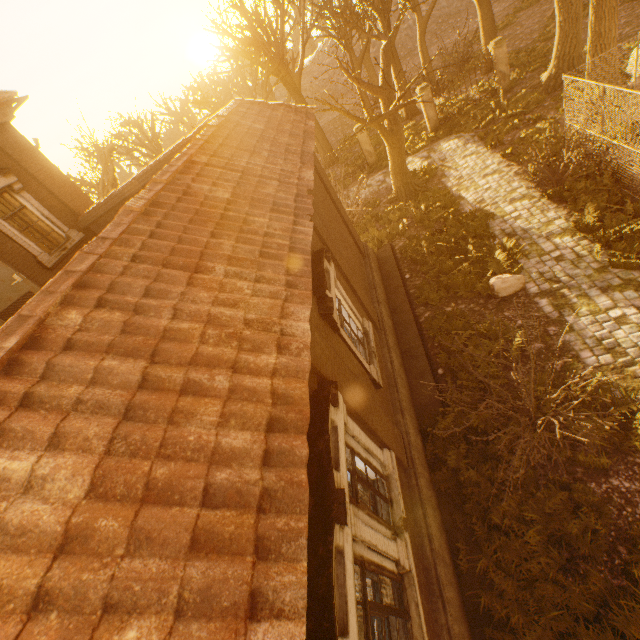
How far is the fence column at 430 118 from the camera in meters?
18.6 m

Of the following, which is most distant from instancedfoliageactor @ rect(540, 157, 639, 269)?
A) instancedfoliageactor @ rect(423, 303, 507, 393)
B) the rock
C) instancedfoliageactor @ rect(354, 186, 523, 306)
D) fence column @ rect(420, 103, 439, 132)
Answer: fence column @ rect(420, 103, 439, 132)

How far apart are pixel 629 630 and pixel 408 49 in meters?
46.9

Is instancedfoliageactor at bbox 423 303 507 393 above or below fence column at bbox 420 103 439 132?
below

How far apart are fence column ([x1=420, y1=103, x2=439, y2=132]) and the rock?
13.9m

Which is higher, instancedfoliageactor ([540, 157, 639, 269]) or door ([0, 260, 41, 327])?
door ([0, 260, 41, 327])

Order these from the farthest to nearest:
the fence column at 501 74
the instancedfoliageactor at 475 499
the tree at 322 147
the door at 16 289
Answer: the tree at 322 147 < the fence column at 501 74 < the door at 16 289 < the instancedfoliageactor at 475 499

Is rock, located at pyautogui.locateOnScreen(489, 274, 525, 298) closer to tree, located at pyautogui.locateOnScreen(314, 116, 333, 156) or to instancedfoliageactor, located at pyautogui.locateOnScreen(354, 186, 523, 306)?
instancedfoliageactor, located at pyautogui.locateOnScreen(354, 186, 523, 306)
